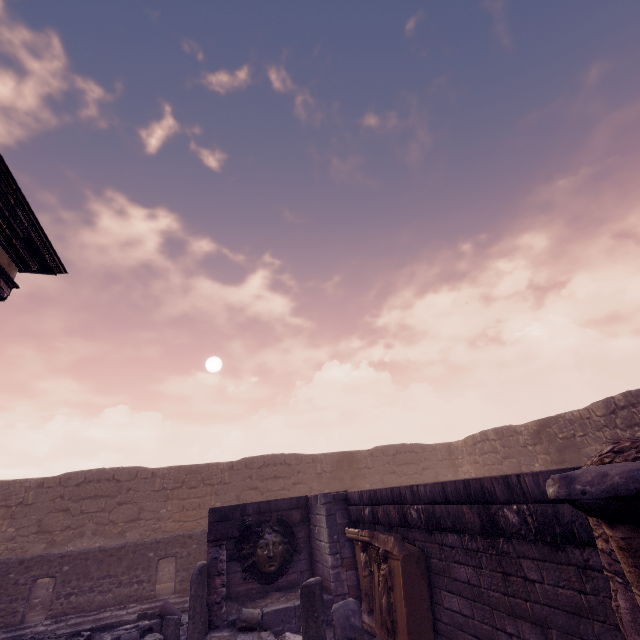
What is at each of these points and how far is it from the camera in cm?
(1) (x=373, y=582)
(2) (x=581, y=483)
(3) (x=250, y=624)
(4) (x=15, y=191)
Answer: (1) relief sculpture, 705
(2) column, 143
(3) building debris, 726
(4) building, 511

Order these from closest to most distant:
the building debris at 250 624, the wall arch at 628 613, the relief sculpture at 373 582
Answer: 1. the wall arch at 628 613
2. the building debris at 250 624
3. the relief sculpture at 373 582

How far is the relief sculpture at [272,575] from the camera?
9.5 meters

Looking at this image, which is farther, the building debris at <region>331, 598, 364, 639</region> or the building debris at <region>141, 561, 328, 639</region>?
the building debris at <region>141, 561, 328, 639</region>

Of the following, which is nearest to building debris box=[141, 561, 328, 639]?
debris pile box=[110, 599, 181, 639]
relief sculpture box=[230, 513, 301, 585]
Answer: debris pile box=[110, 599, 181, 639]

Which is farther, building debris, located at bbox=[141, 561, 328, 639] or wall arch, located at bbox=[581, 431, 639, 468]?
building debris, located at bbox=[141, 561, 328, 639]

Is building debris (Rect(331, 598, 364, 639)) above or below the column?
below

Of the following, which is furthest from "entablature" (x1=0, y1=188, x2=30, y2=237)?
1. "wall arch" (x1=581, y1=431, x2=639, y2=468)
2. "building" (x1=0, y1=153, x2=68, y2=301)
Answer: "wall arch" (x1=581, y1=431, x2=639, y2=468)
